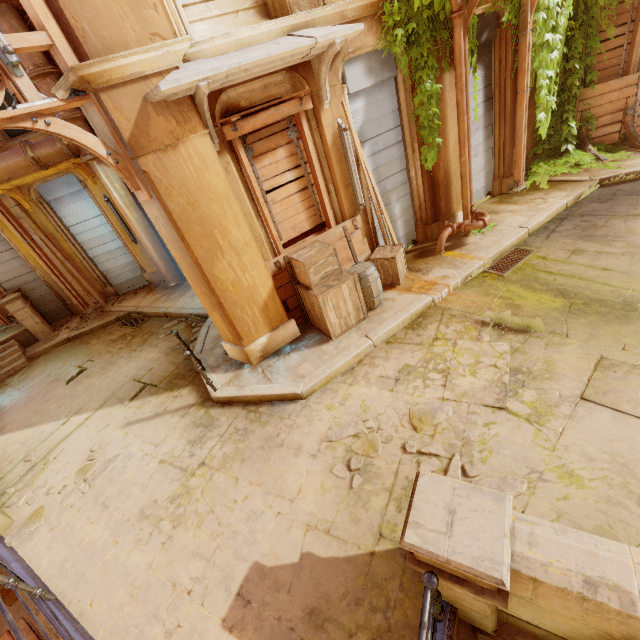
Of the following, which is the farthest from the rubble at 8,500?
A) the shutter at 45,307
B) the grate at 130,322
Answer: the shutter at 45,307

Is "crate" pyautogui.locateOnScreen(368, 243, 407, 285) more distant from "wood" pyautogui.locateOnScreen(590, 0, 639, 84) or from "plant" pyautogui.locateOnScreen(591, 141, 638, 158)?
"wood" pyautogui.locateOnScreen(590, 0, 639, 84)

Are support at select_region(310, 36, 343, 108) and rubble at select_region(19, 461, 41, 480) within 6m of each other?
no

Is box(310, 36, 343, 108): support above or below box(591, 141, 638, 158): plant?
above

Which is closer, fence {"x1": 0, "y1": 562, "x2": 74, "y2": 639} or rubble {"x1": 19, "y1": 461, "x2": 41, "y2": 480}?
fence {"x1": 0, "y1": 562, "x2": 74, "y2": 639}

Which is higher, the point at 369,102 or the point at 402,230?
the point at 369,102

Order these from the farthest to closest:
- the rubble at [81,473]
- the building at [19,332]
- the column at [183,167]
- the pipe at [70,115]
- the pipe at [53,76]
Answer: the building at [19,332] < the pipe at [70,115] < the pipe at [53,76] < the rubble at [81,473] < the column at [183,167]

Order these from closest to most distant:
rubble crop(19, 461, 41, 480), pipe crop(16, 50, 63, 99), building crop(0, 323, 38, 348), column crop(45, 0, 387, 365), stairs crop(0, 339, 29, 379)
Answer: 1. column crop(45, 0, 387, 365)
2. rubble crop(19, 461, 41, 480)
3. pipe crop(16, 50, 63, 99)
4. stairs crop(0, 339, 29, 379)
5. building crop(0, 323, 38, 348)
